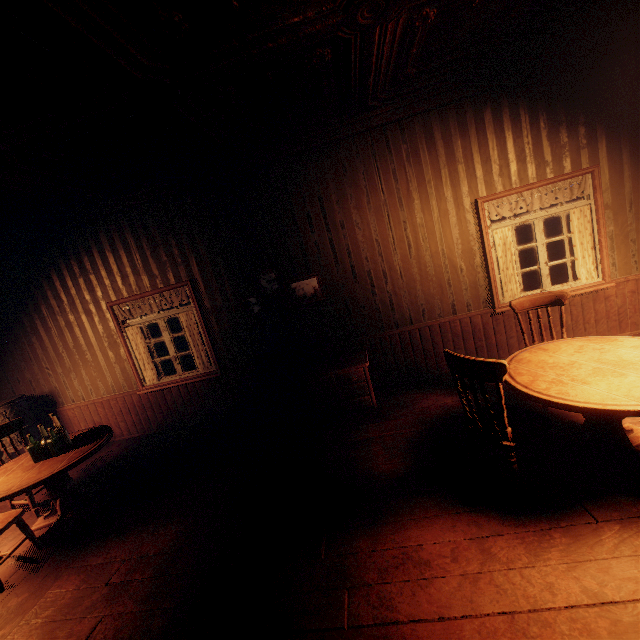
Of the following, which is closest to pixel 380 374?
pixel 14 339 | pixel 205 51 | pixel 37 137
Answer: pixel 205 51

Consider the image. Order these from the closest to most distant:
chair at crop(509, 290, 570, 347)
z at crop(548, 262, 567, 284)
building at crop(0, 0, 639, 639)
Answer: building at crop(0, 0, 639, 639) → chair at crop(509, 290, 570, 347) → z at crop(548, 262, 567, 284)

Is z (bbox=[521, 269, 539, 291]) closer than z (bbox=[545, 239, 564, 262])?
Yes

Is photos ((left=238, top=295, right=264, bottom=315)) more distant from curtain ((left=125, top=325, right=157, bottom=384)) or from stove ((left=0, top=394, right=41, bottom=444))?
stove ((left=0, top=394, right=41, bottom=444))

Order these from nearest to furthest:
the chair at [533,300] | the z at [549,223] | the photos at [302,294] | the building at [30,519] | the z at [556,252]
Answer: the chair at [533,300] < the building at [30,519] < the photos at [302,294] < the z at [556,252] < the z at [549,223]

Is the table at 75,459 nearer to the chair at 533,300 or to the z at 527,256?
the z at 527,256

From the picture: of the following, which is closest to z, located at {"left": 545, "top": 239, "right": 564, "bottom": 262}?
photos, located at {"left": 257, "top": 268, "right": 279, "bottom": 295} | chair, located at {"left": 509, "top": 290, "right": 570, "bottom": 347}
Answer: chair, located at {"left": 509, "top": 290, "right": 570, "bottom": 347}

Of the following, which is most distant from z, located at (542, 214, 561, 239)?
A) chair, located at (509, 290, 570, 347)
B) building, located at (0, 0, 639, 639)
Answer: chair, located at (509, 290, 570, 347)
